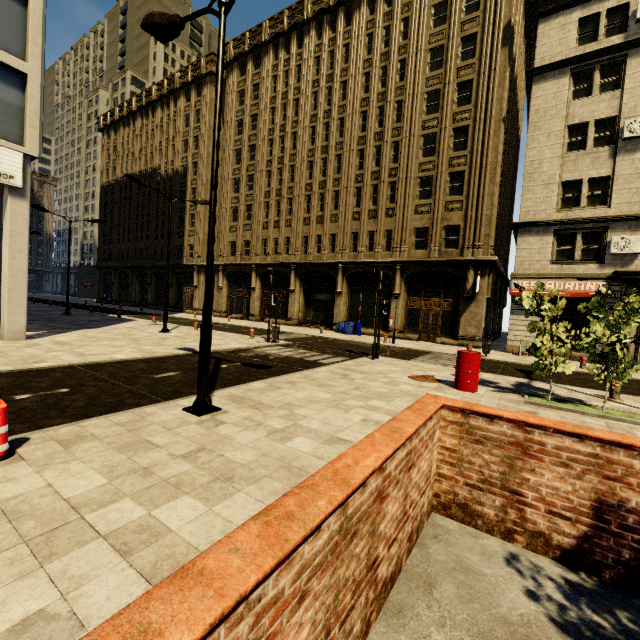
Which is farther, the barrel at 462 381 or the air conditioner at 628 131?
the air conditioner at 628 131

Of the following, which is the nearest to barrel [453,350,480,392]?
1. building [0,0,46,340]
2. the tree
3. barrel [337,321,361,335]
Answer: the tree

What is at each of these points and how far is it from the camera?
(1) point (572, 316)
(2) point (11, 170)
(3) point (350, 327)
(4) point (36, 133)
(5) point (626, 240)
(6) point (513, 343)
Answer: (1) building, 18.36m
(2) sign, 11.55m
(3) barrel, 24.92m
(4) building, 12.02m
(5) air conditioner, 16.70m
(6) building, 19.80m

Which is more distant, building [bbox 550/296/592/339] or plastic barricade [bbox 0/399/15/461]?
building [bbox 550/296/592/339]

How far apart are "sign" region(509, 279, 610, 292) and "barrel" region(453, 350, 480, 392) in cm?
1266

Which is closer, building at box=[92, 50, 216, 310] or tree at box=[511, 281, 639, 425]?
tree at box=[511, 281, 639, 425]

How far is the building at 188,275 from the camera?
37.0 meters

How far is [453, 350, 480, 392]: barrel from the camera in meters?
9.1 m
